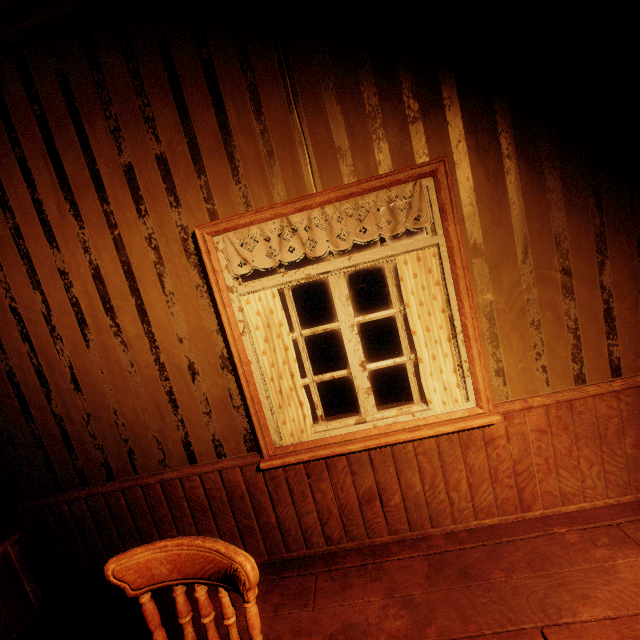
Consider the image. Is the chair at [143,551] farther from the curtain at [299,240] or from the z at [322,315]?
the z at [322,315]

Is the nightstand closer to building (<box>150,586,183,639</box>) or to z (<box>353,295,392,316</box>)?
building (<box>150,586,183,639</box>)

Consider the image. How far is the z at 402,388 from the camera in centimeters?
680cm

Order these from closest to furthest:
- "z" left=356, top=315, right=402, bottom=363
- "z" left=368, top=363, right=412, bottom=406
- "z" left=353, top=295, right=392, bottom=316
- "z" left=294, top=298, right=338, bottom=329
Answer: "z" left=368, top=363, right=412, bottom=406 → "z" left=356, top=315, right=402, bottom=363 → "z" left=353, top=295, right=392, bottom=316 → "z" left=294, top=298, right=338, bottom=329

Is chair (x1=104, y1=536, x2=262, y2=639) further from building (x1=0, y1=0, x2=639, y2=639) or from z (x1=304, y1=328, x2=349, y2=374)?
z (x1=304, y1=328, x2=349, y2=374)

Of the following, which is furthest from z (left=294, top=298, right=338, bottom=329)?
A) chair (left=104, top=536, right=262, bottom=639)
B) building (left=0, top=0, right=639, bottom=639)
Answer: chair (left=104, top=536, right=262, bottom=639)

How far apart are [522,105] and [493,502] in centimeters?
253cm

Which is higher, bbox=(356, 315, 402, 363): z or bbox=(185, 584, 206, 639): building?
bbox=(185, 584, 206, 639): building
